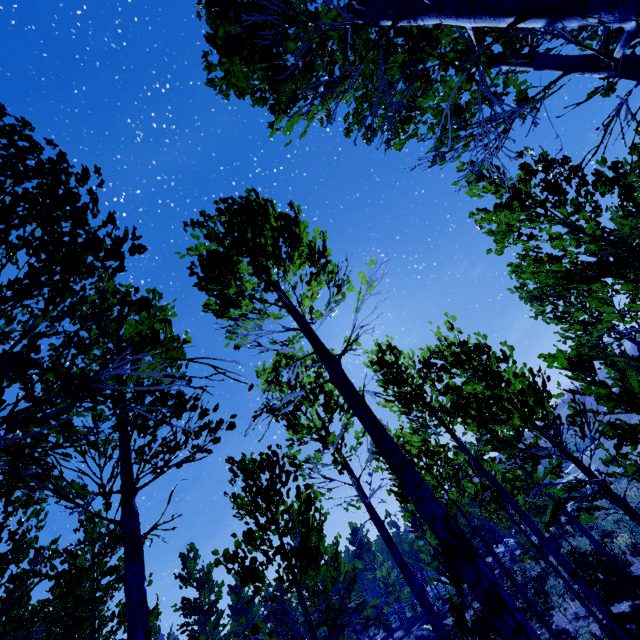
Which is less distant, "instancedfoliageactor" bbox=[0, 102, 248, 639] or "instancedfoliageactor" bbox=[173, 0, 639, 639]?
"instancedfoliageactor" bbox=[0, 102, 248, 639]

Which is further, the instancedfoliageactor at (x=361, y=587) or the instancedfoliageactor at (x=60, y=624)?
the instancedfoliageactor at (x=361, y=587)

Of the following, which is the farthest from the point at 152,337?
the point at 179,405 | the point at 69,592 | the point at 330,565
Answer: the point at 330,565
